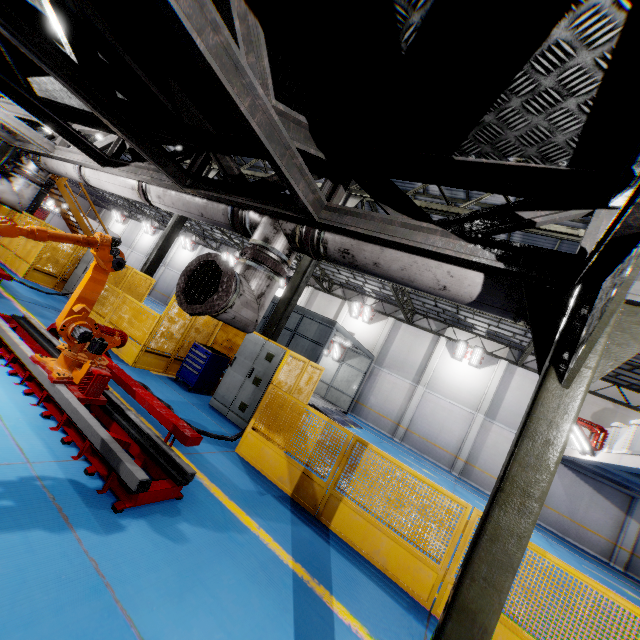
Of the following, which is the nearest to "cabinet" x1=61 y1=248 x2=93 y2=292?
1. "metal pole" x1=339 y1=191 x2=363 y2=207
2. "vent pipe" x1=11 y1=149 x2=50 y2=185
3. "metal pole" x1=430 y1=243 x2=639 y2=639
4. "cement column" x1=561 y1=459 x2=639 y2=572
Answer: "vent pipe" x1=11 y1=149 x2=50 y2=185

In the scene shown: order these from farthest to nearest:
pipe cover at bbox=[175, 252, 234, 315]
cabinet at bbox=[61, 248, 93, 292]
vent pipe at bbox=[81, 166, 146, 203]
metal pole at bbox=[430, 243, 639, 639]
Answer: cabinet at bbox=[61, 248, 93, 292] < vent pipe at bbox=[81, 166, 146, 203] < pipe cover at bbox=[175, 252, 234, 315] < metal pole at bbox=[430, 243, 639, 639]

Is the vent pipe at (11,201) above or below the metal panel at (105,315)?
above

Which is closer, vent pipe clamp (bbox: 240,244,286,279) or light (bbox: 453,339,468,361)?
vent pipe clamp (bbox: 240,244,286,279)

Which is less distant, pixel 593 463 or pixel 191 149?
pixel 191 149

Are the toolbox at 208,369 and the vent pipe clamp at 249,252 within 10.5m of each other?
yes

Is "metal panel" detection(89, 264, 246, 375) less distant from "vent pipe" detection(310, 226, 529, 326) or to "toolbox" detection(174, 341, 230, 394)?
"toolbox" detection(174, 341, 230, 394)

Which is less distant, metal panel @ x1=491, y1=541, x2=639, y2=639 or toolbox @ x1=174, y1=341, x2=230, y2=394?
metal panel @ x1=491, y1=541, x2=639, y2=639
